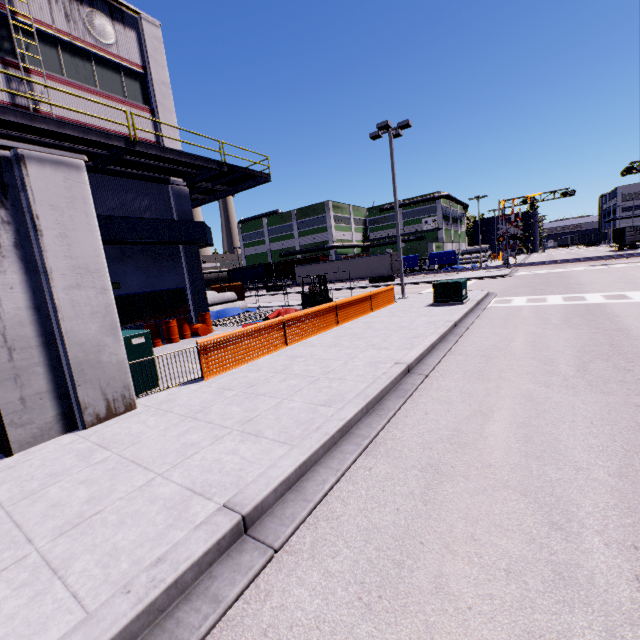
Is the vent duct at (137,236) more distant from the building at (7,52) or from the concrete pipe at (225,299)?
the concrete pipe at (225,299)

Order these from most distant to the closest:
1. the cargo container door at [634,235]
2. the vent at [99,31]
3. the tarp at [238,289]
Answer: the cargo container door at [634,235] → the tarp at [238,289] → the vent at [99,31]

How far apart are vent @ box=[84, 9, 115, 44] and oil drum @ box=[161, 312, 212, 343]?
12.0m

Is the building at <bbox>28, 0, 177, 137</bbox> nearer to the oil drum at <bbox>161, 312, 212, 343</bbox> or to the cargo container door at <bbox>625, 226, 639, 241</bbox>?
the oil drum at <bbox>161, 312, 212, 343</bbox>

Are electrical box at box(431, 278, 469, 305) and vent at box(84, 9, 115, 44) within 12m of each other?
no

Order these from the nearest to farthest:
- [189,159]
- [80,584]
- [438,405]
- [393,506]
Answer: [80,584], [393,506], [438,405], [189,159]

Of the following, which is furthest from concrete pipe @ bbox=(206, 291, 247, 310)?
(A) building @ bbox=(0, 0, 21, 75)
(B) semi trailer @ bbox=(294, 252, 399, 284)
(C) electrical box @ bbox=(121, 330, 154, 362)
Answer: (B) semi trailer @ bbox=(294, 252, 399, 284)

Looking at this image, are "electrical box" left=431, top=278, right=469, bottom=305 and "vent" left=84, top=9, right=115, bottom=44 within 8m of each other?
no
